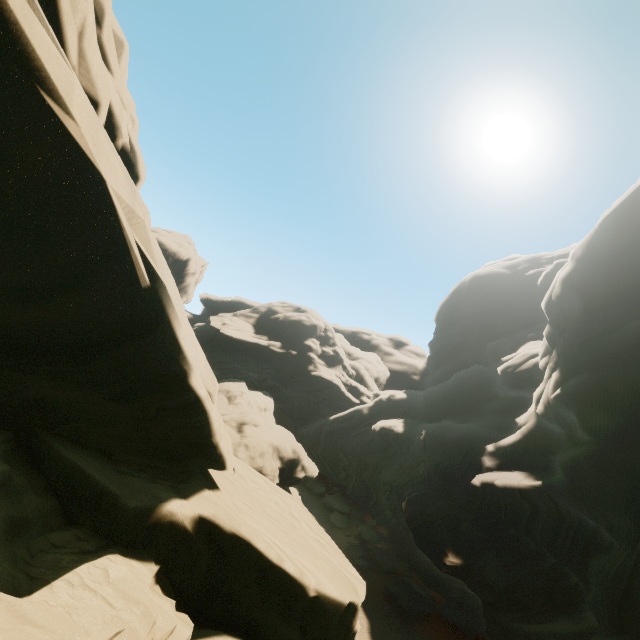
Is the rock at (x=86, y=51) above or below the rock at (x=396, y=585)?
above

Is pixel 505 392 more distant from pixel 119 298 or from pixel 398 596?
pixel 119 298

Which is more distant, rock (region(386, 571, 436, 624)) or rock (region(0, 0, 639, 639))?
rock (region(386, 571, 436, 624))

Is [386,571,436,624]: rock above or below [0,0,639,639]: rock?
below

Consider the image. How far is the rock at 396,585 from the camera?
25.39m

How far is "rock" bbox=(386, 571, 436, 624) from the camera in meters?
25.4 m
